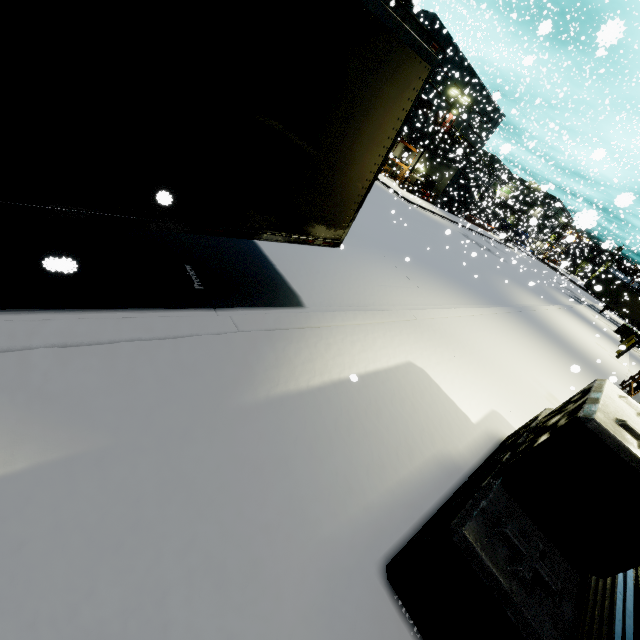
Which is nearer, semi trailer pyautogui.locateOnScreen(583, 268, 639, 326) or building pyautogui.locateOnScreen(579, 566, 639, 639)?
building pyautogui.locateOnScreen(579, 566, 639, 639)

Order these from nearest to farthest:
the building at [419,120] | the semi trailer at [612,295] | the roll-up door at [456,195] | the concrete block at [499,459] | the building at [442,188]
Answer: the concrete block at [499,459]
the building at [419,120]
the semi trailer at [612,295]
the building at [442,188]
the roll-up door at [456,195]

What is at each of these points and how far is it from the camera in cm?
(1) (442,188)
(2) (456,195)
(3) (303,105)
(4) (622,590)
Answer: (1) building, 4053
(2) roll-up door, 3406
(3) semi trailer, 343
(4) building, 278

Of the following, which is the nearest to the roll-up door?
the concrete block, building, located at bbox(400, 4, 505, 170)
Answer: building, located at bbox(400, 4, 505, 170)

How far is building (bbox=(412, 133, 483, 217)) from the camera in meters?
39.5 m

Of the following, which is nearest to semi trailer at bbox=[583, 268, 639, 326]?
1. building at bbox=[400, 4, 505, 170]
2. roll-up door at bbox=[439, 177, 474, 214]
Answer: building at bbox=[400, 4, 505, 170]

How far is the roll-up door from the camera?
40.9 meters

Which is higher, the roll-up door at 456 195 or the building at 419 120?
the building at 419 120
